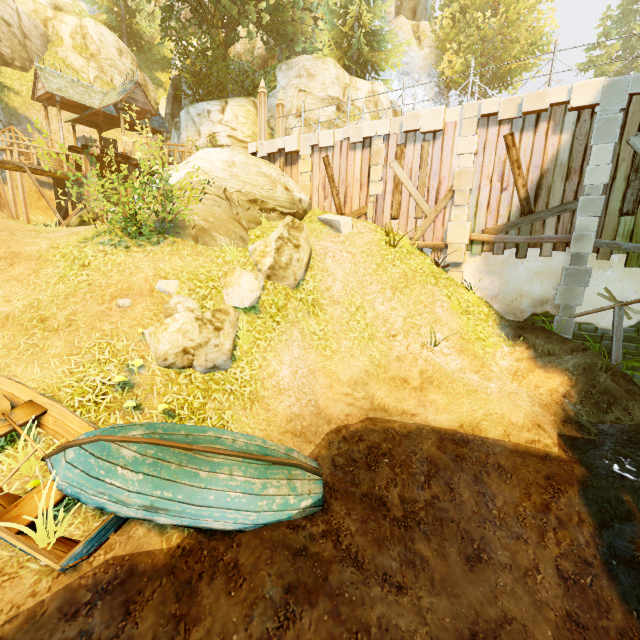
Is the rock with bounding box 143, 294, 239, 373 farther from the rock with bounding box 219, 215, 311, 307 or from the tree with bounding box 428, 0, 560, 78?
the tree with bounding box 428, 0, 560, 78

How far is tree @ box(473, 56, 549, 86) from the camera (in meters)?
29.45

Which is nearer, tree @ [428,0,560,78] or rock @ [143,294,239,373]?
rock @ [143,294,239,373]

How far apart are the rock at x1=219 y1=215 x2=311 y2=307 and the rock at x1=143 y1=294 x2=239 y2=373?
1.8m

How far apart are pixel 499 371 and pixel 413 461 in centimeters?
473cm

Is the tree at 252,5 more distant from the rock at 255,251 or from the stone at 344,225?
the rock at 255,251

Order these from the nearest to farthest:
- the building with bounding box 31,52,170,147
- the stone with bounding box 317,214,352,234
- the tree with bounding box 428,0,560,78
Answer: the stone with bounding box 317,214,352,234 → the building with bounding box 31,52,170,147 → the tree with bounding box 428,0,560,78

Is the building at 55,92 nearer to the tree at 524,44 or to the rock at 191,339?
the tree at 524,44
